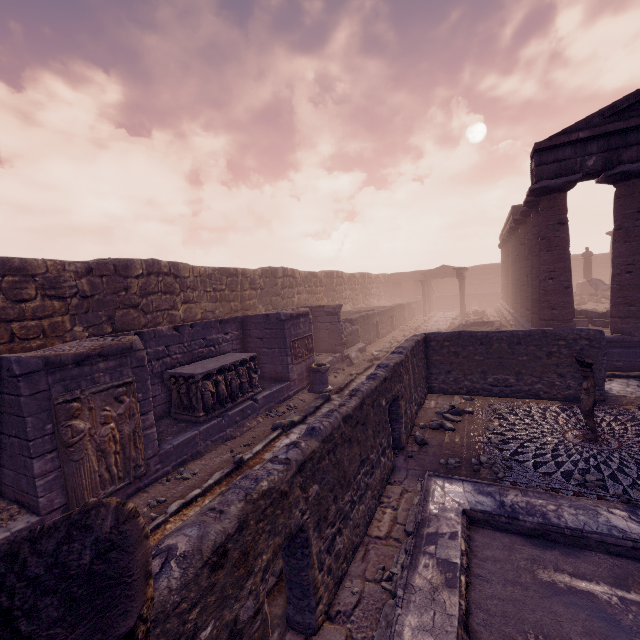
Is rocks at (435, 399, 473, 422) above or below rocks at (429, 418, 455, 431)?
below

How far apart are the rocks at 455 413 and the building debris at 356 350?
6.4 meters

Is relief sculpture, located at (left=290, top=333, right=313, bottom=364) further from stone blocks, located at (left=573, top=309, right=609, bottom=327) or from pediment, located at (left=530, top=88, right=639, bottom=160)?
stone blocks, located at (left=573, top=309, right=609, bottom=327)

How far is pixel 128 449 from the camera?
5.8 meters

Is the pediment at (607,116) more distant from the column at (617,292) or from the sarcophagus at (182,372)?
the sarcophagus at (182,372)

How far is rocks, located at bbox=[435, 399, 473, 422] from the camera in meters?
8.0

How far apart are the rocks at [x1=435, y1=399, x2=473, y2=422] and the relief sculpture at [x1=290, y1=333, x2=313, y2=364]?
4.7m

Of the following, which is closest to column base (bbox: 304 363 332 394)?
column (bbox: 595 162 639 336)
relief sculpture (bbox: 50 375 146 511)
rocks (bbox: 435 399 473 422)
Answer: rocks (bbox: 435 399 473 422)
